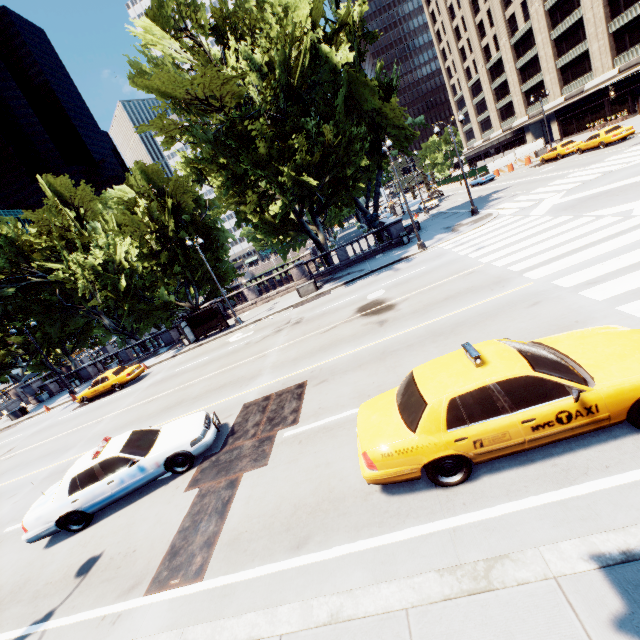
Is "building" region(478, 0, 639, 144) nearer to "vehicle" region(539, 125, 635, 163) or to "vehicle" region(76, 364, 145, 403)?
"vehicle" region(539, 125, 635, 163)

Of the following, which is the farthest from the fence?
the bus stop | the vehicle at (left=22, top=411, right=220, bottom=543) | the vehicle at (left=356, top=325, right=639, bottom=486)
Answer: the vehicle at (left=22, top=411, right=220, bottom=543)

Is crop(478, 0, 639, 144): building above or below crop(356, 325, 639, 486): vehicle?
above

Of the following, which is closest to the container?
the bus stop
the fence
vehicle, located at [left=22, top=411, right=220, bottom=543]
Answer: the bus stop

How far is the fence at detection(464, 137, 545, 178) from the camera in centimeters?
4572cm

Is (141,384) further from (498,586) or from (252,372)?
(498,586)

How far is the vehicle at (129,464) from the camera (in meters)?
8.34

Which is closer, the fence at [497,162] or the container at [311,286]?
the container at [311,286]
